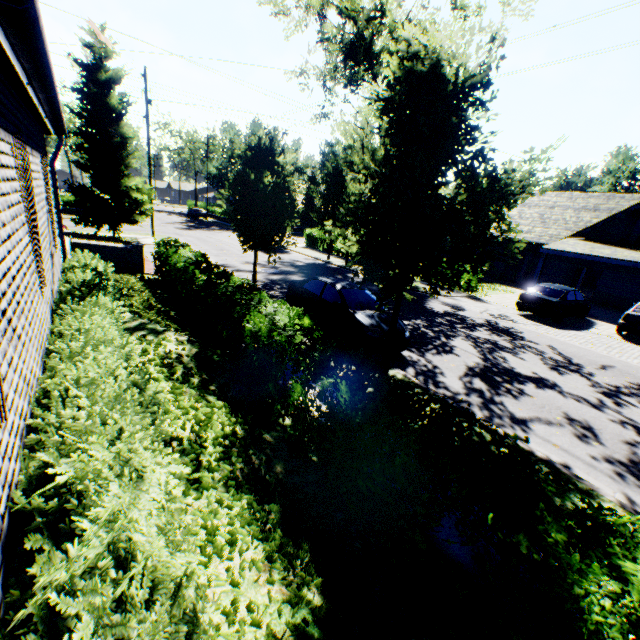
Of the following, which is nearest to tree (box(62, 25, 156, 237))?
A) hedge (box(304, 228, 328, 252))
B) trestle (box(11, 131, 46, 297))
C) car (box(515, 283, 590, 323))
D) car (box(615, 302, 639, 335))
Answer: hedge (box(304, 228, 328, 252))

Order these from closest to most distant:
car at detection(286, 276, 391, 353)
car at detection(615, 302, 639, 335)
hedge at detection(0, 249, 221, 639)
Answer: hedge at detection(0, 249, 221, 639), car at detection(286, 276, 391, 353), car at detection(615, 302, 639, 335)

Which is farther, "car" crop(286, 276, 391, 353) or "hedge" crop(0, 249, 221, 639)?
"car" crop(286, 276, 391, 353)

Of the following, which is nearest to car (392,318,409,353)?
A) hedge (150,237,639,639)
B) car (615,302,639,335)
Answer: hedge (150,237,639,639)

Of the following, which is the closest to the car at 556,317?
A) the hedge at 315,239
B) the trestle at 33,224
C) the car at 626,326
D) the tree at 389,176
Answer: the car at 626,326

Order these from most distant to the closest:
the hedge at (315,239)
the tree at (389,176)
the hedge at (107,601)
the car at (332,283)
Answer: the hedge at (315,239) → the car at (332,283) → the tree at (389,176) → the hedge at (107,601)

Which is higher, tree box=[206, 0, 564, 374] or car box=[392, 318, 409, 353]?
tree box=[206, 0, 564, 374]

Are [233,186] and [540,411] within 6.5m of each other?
no
